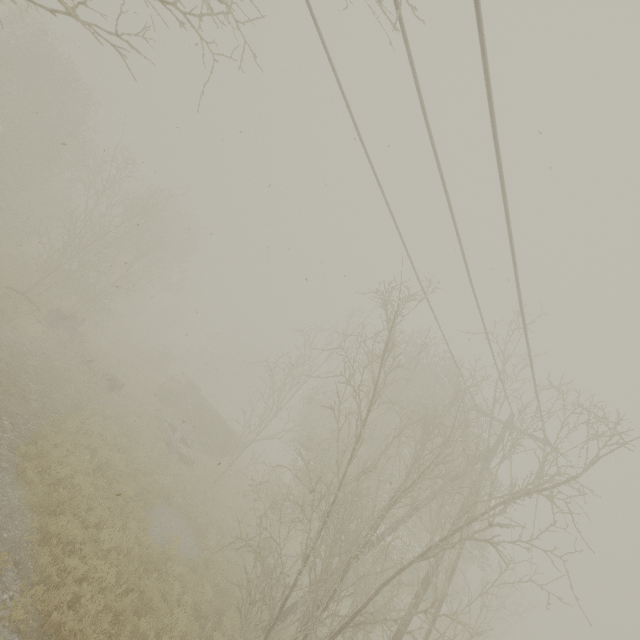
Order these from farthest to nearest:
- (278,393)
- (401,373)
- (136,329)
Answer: (136,329)
(278,393)
(401,373)

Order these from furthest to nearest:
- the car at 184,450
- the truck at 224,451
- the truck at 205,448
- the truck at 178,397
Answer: the truck at 178,397 < the truck at 224,451 < the truck at 205,448 < the car at 184,450

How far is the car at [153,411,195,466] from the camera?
18.39m

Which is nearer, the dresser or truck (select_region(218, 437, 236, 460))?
the dresser

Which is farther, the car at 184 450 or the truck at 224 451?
the truck at 224 451

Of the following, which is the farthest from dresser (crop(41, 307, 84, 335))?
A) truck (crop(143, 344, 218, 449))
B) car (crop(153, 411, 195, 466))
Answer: truck (crop(143, 344, 218, 449))

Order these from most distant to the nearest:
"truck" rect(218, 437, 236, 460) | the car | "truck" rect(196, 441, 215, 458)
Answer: "truck" rect(218, 437, 236, 460), "truck" rect(196, 441, 215, 458), the car

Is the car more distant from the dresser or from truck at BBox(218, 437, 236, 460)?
the dresser
